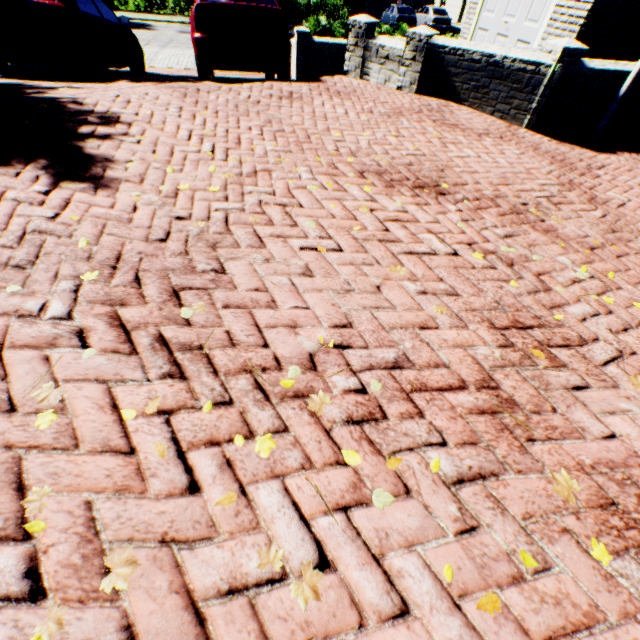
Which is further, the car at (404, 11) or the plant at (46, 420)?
the car at (404, 11)

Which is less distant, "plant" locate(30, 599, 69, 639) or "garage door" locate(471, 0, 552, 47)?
"plant" locate(30, 599, 69, 639)

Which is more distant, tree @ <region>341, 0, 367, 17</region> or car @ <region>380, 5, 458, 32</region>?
car @ <region>380, 5, 458, 32</region>

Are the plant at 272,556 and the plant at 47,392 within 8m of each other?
yes

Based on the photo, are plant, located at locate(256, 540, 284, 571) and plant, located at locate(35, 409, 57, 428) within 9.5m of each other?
yes

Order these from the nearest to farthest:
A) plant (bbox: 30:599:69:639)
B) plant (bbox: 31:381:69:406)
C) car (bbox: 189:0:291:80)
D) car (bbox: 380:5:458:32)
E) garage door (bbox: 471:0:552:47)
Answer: plant (bbox: 30:599:69:639) < plant (bbox: 31:381:69:406) < car (bbox: 189:0:291:80) < garage door (bbox: 471:0:552:47) < car (bbox: 380:5:458:32)

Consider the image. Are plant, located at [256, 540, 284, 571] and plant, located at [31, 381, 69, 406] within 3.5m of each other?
yes

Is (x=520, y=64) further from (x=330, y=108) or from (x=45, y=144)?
(x=45, y=144)
